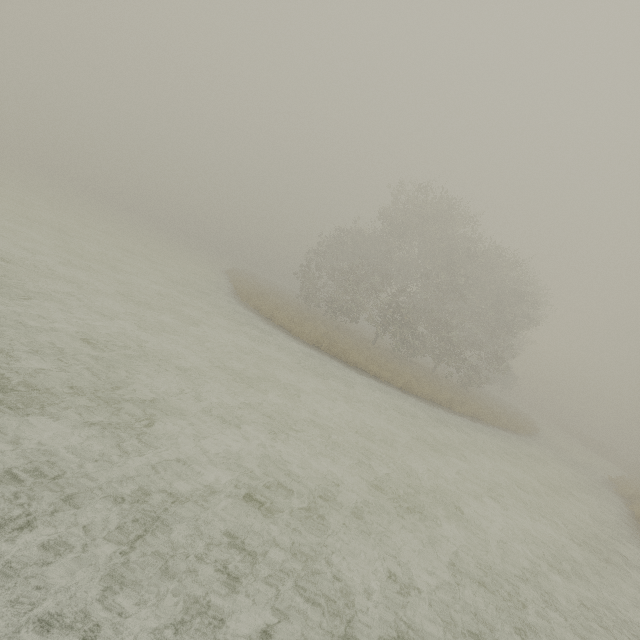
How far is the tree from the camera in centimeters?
4106cm

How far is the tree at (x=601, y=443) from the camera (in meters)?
41.06

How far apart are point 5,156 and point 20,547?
80.44m
